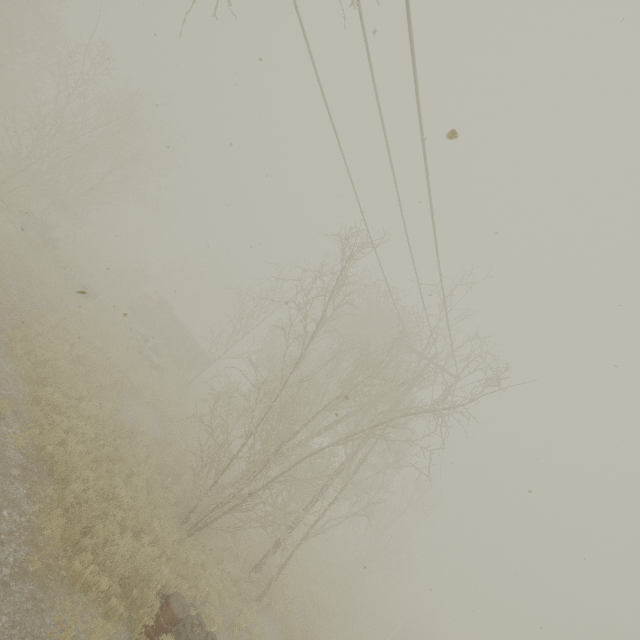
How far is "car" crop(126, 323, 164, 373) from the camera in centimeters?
2034cm

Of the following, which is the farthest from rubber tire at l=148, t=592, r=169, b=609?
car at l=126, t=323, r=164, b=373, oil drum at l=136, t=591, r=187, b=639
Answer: car at l=126, t=323, r=164, b=373

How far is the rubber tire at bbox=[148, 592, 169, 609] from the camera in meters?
7.0

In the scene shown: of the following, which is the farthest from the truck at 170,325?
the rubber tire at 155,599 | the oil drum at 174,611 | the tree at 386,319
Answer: the oil drum at 174,611

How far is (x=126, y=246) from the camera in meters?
53.4

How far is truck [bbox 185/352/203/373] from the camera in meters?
25.9

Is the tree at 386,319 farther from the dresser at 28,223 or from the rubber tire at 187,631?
the dresser at 28,223

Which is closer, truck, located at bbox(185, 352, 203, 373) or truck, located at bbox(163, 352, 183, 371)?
truck, located at bbox(163, 352, 183, 371)
